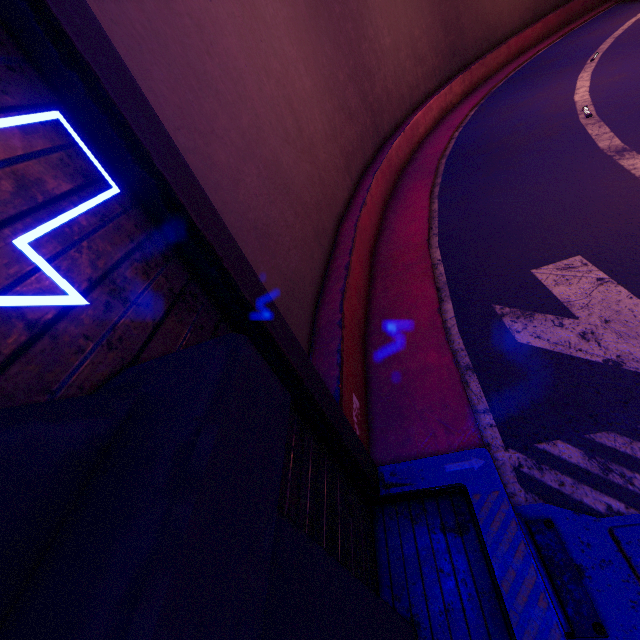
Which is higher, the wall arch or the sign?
the sign

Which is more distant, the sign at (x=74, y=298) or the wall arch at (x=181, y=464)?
the sign at (x=74, y=298)

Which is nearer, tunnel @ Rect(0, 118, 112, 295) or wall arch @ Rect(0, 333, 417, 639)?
wall arch @ Rect(0, 333, 417, 639)

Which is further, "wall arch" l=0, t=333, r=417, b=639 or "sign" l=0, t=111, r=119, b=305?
"sign" l=0, t=111, r=119, b=305

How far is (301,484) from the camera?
2.7m

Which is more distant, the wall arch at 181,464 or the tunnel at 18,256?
the tunnel at 18,256

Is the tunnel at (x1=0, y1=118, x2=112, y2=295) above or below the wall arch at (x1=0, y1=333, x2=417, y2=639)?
above
